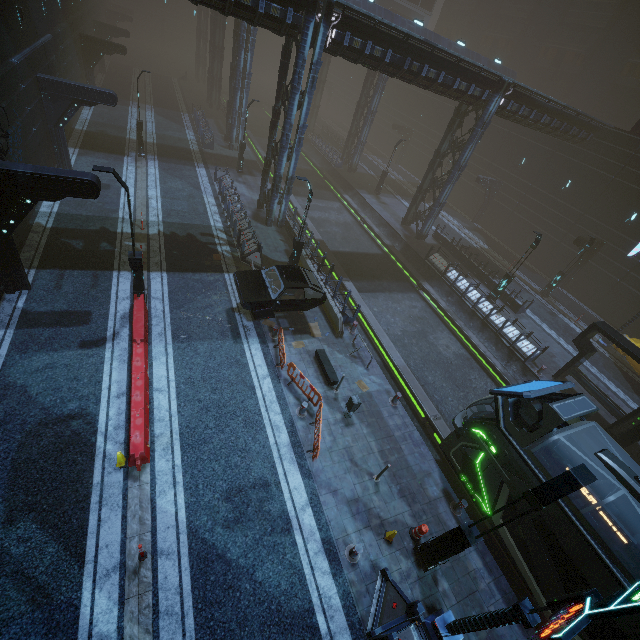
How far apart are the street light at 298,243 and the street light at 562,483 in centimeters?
1339cm

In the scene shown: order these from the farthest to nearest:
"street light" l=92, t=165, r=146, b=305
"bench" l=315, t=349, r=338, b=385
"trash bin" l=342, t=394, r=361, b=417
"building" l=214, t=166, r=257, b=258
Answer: "building" l=214, t=166, r=257, b=258 → "bench" l=315, t=349, r=338, b=385 → "trash bin" l=342, t=394, r=361, b=417 → "street light" l=92, t=165, r=146, b=305

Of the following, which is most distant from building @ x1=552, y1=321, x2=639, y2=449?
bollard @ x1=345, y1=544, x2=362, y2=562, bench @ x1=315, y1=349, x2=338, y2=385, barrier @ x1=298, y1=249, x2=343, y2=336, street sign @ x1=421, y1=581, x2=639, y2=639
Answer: bollard @ x1=345, y1=544, x2=362, y2=562

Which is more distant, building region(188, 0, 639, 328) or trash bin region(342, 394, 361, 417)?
building region(188, 0, 639, 328)

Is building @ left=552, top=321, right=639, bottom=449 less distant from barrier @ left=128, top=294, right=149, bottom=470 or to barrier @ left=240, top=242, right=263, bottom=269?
barrier @ left=240, top=242, right=263, bottom=269

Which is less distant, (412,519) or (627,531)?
(627,531)

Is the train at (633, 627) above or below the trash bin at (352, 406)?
above

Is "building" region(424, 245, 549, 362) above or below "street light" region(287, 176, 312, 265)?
below
